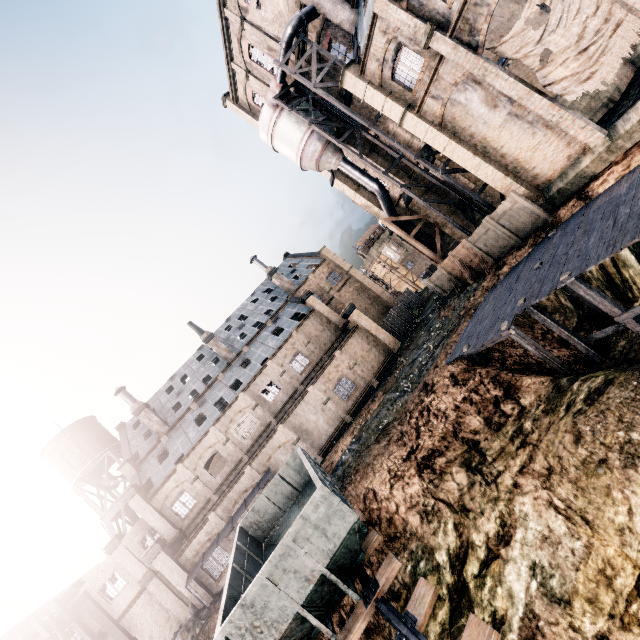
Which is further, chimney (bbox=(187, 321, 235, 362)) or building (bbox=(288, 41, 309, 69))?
chimney (bbox=(187, 321, 235, 362))

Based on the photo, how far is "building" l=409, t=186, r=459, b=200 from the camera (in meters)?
29.23

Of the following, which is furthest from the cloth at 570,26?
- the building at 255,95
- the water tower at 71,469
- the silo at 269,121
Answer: the water tower at 71,469

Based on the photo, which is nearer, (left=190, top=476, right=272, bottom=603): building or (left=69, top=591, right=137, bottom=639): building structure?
(left=190, top=476, right=272, bottom=603): building

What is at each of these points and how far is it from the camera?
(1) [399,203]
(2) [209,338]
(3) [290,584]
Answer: (1) building, 33.47m
(2) chimney, 41.09m
(3) rail car container, 9.78m

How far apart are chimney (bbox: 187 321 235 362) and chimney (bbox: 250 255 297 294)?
10.8 meters

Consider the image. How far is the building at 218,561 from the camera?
25.0 meters

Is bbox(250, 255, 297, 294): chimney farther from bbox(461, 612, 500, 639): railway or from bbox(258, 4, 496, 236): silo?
bbox(461, 612, 500, 639): railway
